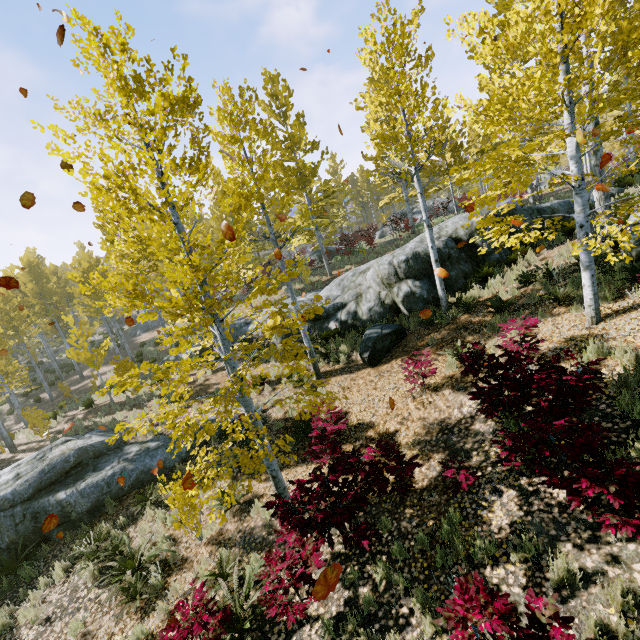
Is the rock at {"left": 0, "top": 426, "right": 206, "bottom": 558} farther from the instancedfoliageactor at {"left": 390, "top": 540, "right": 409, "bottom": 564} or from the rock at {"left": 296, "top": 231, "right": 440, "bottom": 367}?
the rock at {"left": 296, "top": 231, "right": 440, "bottom": 367}

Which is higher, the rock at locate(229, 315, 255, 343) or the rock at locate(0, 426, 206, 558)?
the rock at locate(229, 315, 255, 343)

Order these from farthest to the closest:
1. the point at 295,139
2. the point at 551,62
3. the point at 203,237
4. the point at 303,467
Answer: the point at 203,237 < the point at 295,139 < the point at 303,467 < the point at 551,62

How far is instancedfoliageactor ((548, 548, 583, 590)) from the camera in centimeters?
342cm

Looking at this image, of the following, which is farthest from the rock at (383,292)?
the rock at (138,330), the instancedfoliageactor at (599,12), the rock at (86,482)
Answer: the rock at (138,330)

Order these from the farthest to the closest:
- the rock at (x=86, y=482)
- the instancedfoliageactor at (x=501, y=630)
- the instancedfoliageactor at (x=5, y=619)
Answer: the rock at (x=86, y=482) < the instancedfoliageactor at (x=5, y=619) < the instancedfoliageactor at (x=501, y=630)

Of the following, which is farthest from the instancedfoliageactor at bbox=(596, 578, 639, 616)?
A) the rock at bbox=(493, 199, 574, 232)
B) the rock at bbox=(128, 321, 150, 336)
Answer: Answer: the rock at bbox=(128, 321, 150, 336)

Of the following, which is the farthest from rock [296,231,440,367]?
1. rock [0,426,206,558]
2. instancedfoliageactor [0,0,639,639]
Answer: rock [0,426,206,558]
